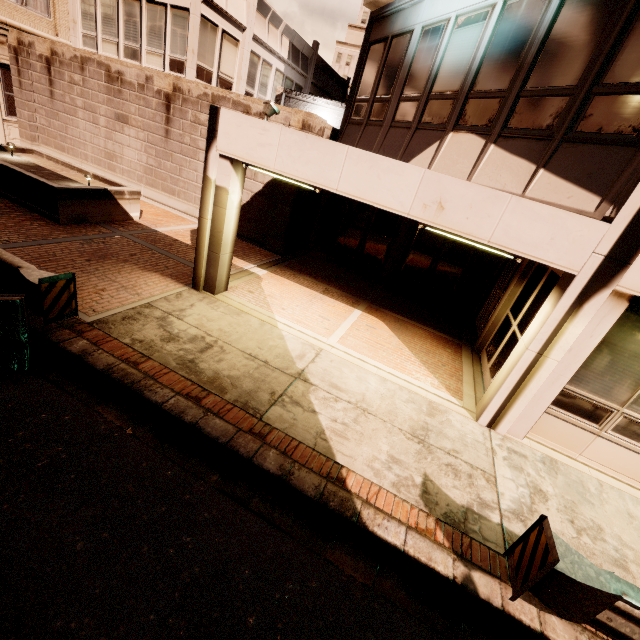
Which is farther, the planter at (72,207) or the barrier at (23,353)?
the planter at (72,207)

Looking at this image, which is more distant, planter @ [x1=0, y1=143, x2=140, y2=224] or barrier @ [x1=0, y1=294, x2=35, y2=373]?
planter @ [x1=0, y1=143, x2=140, y2=224]

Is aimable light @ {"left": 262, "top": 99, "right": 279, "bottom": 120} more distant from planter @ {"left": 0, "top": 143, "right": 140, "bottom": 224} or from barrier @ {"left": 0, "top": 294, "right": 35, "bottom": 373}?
planter @ {"left": 0, "top": 143, "right": 140, "bottom": 224}

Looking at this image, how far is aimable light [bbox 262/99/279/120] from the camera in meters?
6.0

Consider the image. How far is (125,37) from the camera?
13.9 meters

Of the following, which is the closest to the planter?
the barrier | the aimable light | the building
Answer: the building

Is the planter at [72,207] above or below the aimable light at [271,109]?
below
